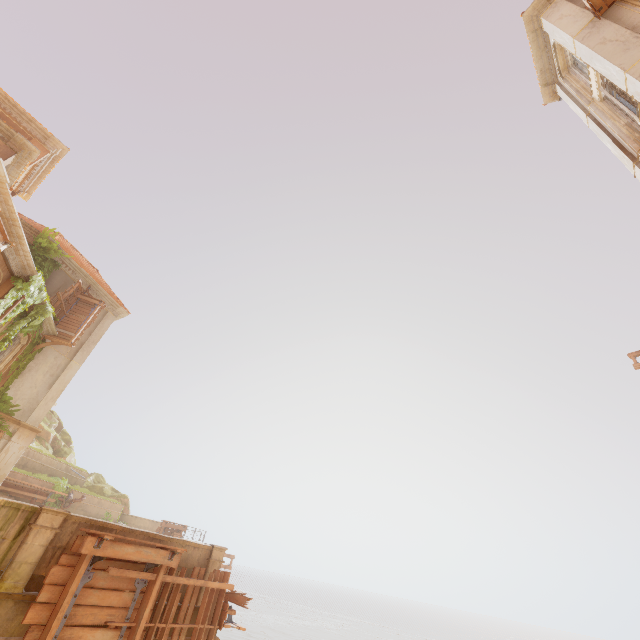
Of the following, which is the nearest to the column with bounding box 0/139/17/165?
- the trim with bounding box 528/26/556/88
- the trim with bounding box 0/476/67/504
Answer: the trim with bounding box 0/476/67/504

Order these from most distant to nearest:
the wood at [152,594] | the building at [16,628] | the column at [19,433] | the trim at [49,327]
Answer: the trim at [49,327]
the column at [19,433]
the wood at [152,594]
the building at [16,628]

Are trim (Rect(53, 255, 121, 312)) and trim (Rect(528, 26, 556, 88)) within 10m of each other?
no

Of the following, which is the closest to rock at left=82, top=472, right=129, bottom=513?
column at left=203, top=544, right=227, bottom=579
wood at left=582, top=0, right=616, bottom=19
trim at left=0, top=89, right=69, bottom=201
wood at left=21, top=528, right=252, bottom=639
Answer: wood at left=21, top=528, right=252, bottom=639

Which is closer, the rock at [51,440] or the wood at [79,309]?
the wood at [79,309]

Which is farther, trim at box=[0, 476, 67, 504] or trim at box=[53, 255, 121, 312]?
trim at box=[0, 476, 67, 504]

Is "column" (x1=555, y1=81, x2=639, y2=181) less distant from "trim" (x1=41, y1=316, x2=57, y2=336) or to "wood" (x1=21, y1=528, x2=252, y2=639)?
"wood" (x1=21, y1=528, x2=252, y2=639)

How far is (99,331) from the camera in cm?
2059
